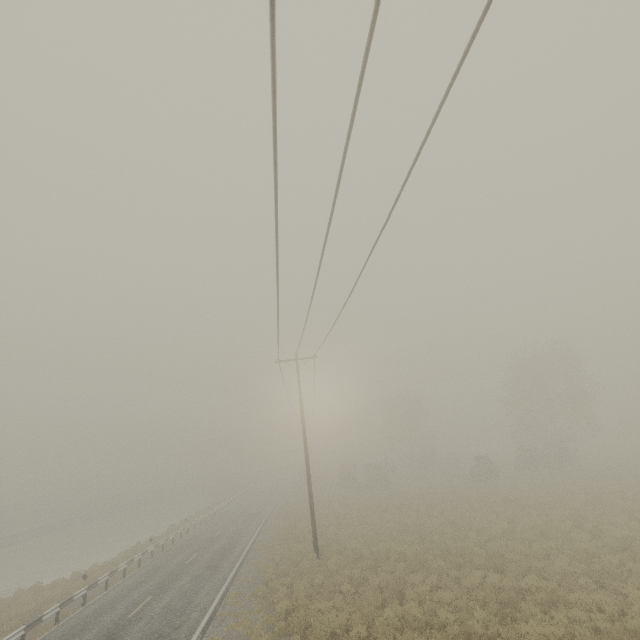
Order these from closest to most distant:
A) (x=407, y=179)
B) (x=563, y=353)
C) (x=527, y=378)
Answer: (x=407, y=179) < (x=527, y=378) < (x=563, y=353)
